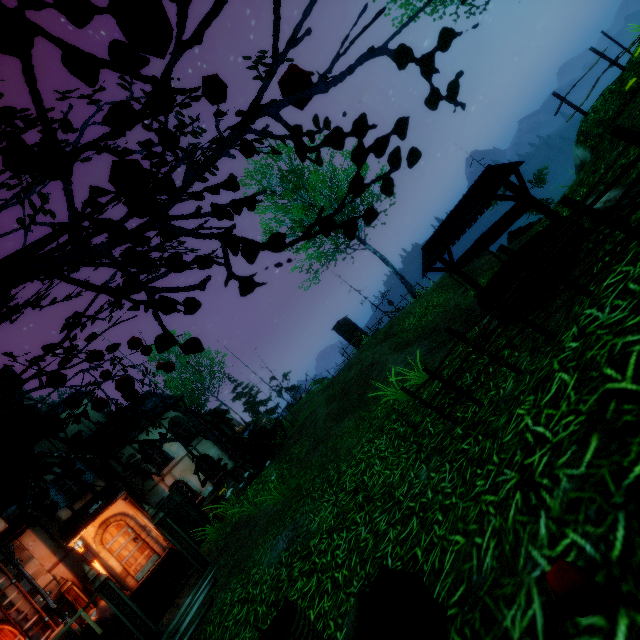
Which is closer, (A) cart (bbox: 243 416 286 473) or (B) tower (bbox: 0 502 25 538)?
(B) tower (bbox: 0 502 25 538)

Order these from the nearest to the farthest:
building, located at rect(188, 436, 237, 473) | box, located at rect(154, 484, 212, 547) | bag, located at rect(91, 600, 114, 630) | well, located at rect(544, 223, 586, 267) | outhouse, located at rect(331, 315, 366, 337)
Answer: well, located at rect(544, 223, 586, 267), bag, located at rect(91, 600, 114, 630), box, located at rect(154, 484, 212, 547), building, located at rect(188, 436, 237, 473), outhouse, located at rect(331, 315, 366, 337)

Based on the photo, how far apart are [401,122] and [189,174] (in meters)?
0.98

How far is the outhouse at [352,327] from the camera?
26.5m

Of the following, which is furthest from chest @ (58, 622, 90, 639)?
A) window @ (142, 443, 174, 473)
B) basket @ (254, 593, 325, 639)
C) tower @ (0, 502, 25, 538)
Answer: basket @ (254, 593, 325, 639)

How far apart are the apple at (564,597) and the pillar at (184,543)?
9.89m

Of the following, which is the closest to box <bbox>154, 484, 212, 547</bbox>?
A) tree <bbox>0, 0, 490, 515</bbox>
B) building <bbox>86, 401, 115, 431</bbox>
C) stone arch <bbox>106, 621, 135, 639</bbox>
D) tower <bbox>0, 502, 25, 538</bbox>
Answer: building <bbox>86, 401, 115, 431</bbox>

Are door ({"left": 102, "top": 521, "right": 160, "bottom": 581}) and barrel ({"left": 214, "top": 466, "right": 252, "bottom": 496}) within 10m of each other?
yes
